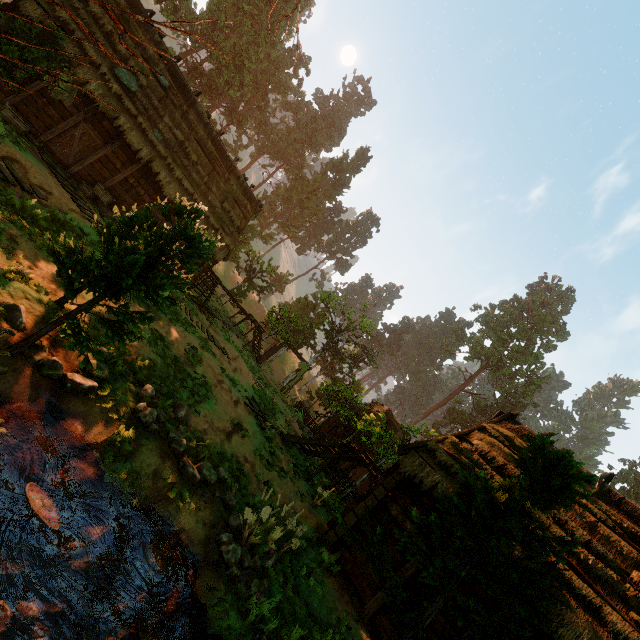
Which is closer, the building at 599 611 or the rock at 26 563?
the rock at 26 563

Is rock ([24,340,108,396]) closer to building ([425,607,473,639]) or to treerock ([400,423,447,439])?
treerock ([400,423,447,439])

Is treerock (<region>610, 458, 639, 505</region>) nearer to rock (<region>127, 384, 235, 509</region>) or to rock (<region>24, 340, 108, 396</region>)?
rock (<region>24, 340, 108, 396</region>)

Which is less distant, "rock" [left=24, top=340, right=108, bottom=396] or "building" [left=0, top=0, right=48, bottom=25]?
"rock" [left=24, top=340, right=108, bottom=396]

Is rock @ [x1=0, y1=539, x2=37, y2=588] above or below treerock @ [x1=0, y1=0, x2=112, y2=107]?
below

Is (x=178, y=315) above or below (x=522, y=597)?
below

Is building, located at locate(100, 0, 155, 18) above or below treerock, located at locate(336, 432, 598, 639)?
above

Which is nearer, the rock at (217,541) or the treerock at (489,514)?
the treerock at (489,514)
